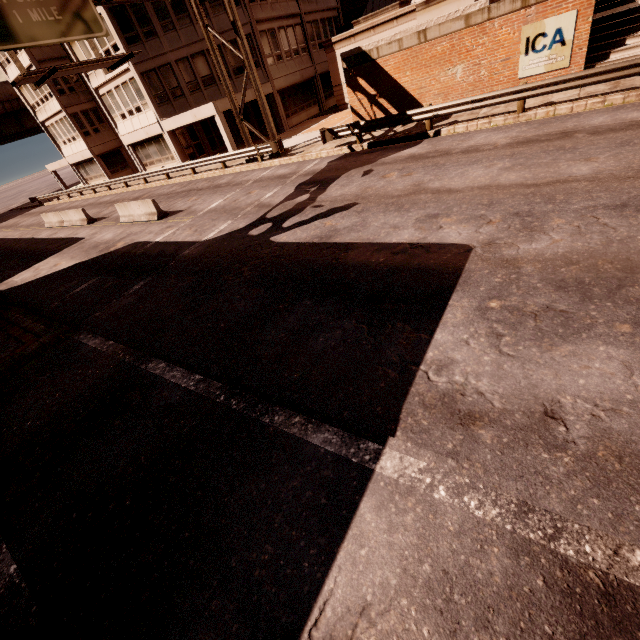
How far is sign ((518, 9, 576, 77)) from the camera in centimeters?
1227cm

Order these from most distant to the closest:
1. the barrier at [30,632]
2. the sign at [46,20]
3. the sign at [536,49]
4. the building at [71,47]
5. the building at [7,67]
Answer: the building at [7,67] → the building at [71,47] → the sign at [536,49] → the sign at [46,20] → the barrier at [30,632]

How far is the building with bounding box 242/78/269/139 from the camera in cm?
2516

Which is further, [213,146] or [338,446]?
[213,146]

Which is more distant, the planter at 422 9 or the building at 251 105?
the building at 251 105

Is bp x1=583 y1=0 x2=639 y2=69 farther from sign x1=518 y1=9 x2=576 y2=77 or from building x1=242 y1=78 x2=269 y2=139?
building x1=242 y1=78 x2=269 y2=139

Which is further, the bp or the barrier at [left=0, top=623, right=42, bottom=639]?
the bp
